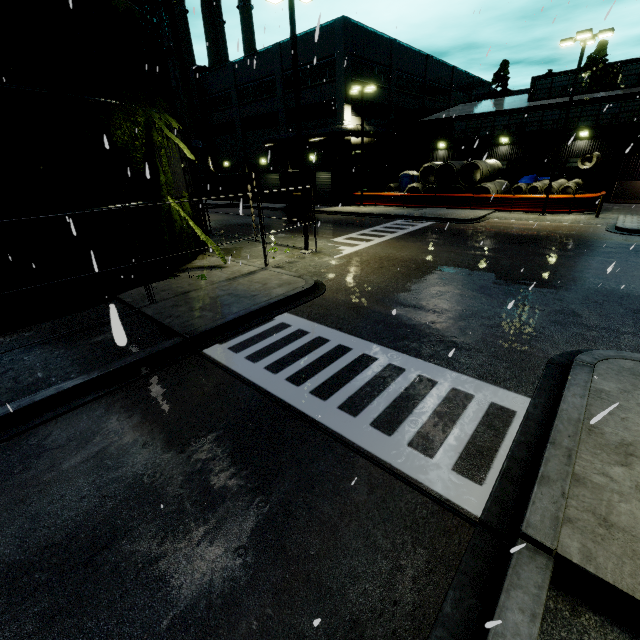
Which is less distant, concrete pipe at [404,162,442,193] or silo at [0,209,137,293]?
silo at [0,209,137,293]

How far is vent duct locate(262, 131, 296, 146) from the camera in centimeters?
3306cm

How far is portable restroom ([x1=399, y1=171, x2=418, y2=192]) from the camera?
33.6m

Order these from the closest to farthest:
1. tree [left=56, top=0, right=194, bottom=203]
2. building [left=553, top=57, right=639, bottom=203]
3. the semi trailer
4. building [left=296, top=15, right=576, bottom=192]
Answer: tree [left=56, top=0, right=194, bottom=203] < building [left=553, top=57, right=639, bottom=203] < building [left=296, top=15, right=576, bottom=192] < the semi trailer

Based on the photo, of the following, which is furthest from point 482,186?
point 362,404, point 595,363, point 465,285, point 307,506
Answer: point 307,506

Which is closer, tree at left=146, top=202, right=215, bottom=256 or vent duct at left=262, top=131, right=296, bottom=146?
tree at left=146, top=202, right=215, bottom=256

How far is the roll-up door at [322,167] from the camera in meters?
33.6 m
